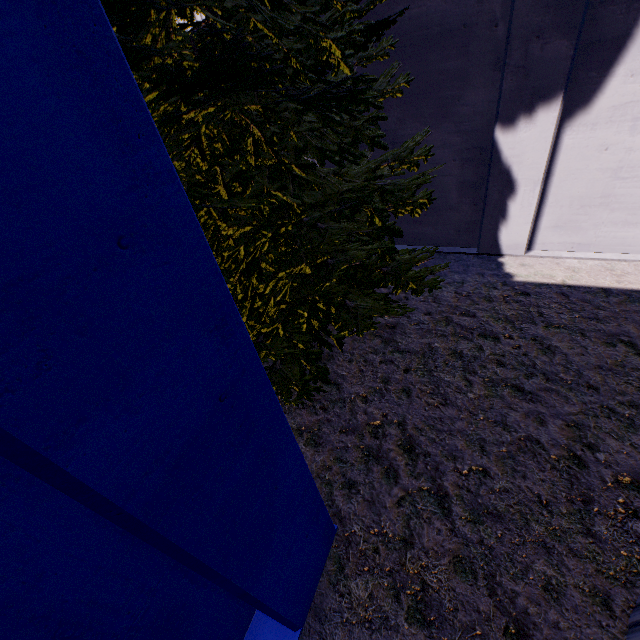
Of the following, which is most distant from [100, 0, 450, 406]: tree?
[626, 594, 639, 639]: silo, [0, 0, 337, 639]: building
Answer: [626, 594, 639, 639]: silo

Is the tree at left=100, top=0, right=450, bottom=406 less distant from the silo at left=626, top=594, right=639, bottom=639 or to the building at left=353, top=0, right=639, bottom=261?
the building at left=353, top=0, right=639, bottom=261

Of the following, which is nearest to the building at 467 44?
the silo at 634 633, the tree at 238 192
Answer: the tree at 238 192

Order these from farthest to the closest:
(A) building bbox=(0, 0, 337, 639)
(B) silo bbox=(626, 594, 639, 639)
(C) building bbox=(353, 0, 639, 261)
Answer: (C) building bbox=(353, 0, 639, 261) → (B) silo bbox=(626, 594, 639, 639) → (A) building bbox=(0, 0, 337, 639)

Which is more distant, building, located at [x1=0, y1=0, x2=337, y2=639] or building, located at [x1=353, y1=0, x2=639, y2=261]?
building, located at [x1=353, y1=0, x2=639, y2=261]

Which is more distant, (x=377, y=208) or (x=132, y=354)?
(x=377, y=208)

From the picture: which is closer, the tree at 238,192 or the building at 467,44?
the tree at 238,192
